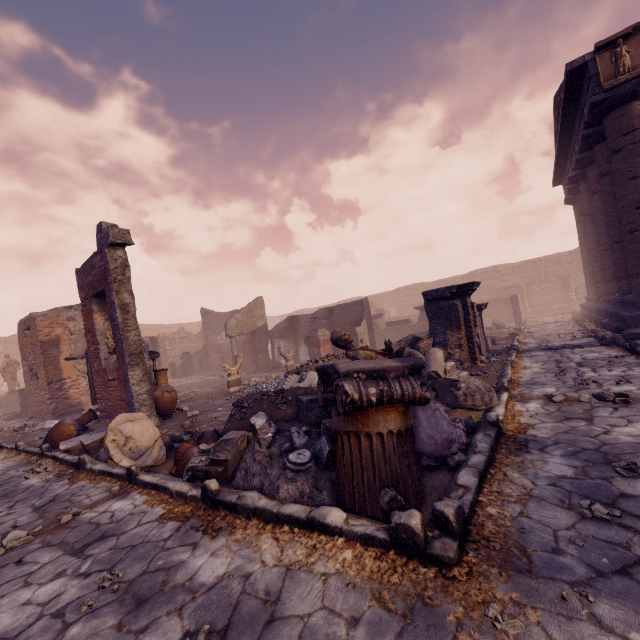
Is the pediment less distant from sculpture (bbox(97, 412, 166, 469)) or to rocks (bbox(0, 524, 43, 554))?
sculpture (bbox(97, 412, 166, 469))

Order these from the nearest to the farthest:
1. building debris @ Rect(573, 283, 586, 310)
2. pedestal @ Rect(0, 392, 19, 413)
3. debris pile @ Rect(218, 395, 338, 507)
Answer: debris pile @ Rect(218, 395, 338, 507) → pedestal @ Rect(0, 392, 19, 413) → building debris @ Rect(573, 283, 586, 310)

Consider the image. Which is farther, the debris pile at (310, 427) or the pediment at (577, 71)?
the pediment at (577, 71)

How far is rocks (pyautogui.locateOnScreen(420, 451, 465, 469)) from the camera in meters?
3.2

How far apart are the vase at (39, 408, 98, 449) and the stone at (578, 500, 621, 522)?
9.33m

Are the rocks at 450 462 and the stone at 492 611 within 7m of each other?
yes

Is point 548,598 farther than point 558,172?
No

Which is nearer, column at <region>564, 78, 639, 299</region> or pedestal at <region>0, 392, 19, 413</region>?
column at <region>564, 78, 639, 299</region>
